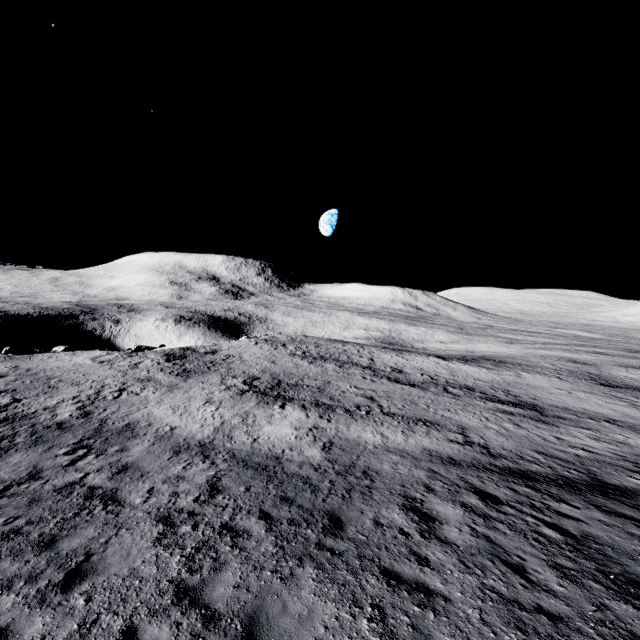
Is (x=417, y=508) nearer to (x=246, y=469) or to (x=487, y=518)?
(x=487, y=518)
